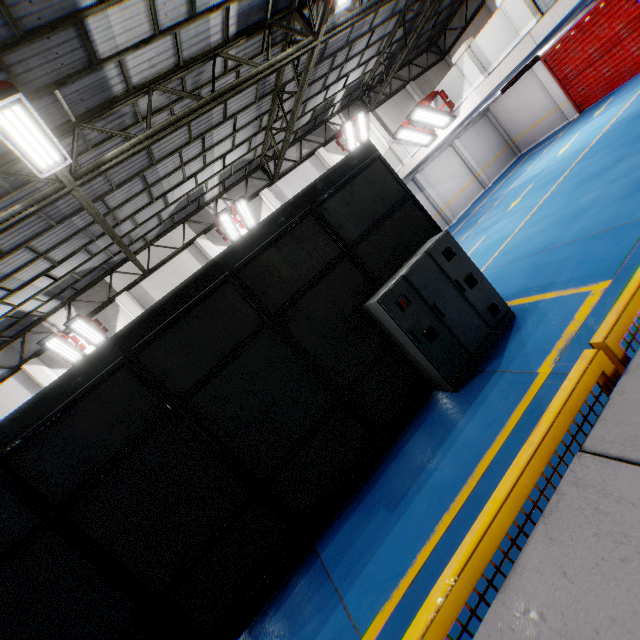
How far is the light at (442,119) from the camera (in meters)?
10.86

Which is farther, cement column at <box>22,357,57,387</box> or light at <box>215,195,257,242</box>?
light at <box>215,195,257,242</box>

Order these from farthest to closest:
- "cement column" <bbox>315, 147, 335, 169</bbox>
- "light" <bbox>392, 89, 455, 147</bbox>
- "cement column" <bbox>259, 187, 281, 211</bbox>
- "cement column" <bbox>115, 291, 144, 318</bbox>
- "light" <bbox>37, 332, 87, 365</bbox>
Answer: "cement column" <bbox>315, 147, 335, 169</bbox> → "cement column" <bbox>259, 187, 281, 211</bbox> → "cement column" <bbox>115, 291, 144, 318</bbox> → "light" <bbox>37, 332, 87, 365</bbox> → "light" <bbox>392, 89, 455, 147</bbox>

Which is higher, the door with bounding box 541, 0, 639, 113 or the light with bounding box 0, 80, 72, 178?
the light with bounding box 0, 80, 72, 178

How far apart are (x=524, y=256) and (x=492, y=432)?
5.7m

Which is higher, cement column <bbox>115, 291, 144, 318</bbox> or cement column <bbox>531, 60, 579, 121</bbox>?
cement column <bbox>115, 291, 144, 318</bbox>

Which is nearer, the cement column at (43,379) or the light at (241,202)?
the cement column at (43,379)

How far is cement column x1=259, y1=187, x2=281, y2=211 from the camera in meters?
15.8
